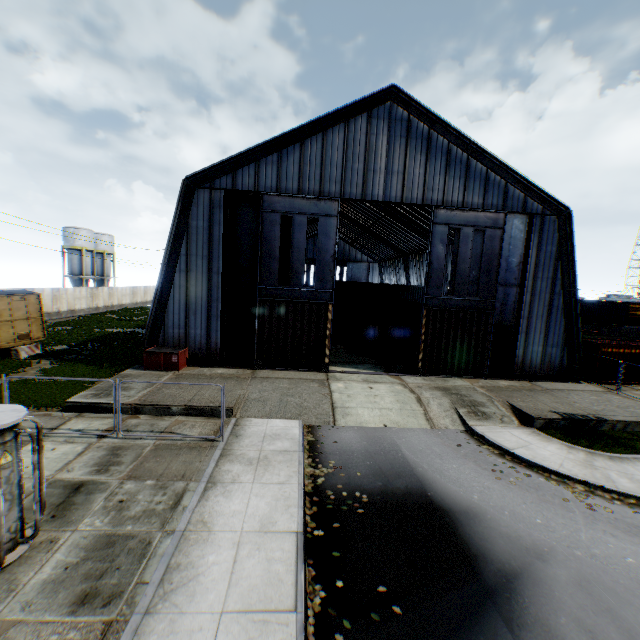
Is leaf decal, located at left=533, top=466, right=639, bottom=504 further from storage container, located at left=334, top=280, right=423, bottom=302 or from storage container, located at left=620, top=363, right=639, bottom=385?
storage container, located at left=334, top=280, right=423, bottom=302

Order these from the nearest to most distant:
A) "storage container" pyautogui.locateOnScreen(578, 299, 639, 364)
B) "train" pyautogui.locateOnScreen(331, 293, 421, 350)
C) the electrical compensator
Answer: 1. the electrical compensator
2. "storage container" pyautogui.locateOnScreen(578, 299, 639, 364)
3. "train" pyautogui.locateOnScreen(331, 293, 421, 350)

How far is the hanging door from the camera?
19.11m

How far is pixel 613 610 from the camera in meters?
6.4

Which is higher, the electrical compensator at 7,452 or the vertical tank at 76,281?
the vertical tank at 76,281

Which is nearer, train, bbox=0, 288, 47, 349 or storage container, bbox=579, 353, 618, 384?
train, bbox=0, 288, 47, 349

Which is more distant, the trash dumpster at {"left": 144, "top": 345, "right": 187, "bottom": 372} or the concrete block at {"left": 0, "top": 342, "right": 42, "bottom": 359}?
the concrete block at {"left": 0, "top": 342, "right": 42, "bottom": 359}

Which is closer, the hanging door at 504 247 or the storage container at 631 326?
the hanging door at 504 247
